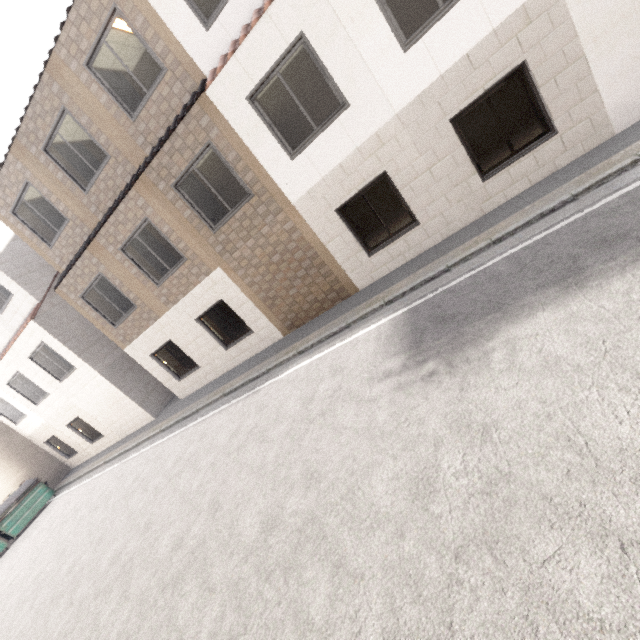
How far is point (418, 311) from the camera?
6.1 meters
